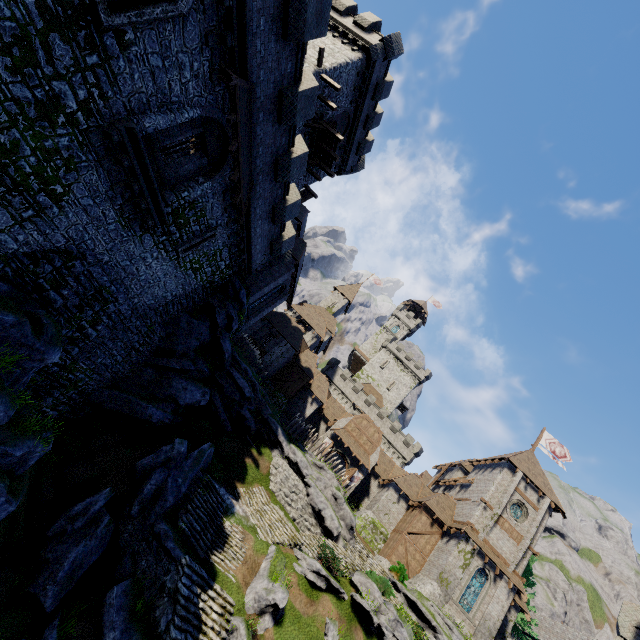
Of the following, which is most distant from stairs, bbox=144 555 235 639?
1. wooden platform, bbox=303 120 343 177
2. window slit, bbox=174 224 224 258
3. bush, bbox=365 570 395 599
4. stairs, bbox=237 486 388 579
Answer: wooden platform, bbox=303 120 343 177

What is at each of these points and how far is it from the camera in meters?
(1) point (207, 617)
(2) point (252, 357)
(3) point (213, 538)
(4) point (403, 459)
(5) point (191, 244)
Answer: (1) stairs, 14.1 m
(2) wooden spike, 29.9 m
(3) stairs, 17.5 m
(4) building tower, 52.3 m
(5) window slit, 16.0 m

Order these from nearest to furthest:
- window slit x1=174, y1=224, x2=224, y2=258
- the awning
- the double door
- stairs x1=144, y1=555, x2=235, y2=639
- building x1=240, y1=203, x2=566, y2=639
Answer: the awning
stairs x1=144, y1=555, x2=235, y2=639
window slit x1=174, y1=224, x2=224, y2=258
building x1=240, y1=203, x2=566, y2=639
the double door

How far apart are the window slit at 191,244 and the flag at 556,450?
42.0 meters

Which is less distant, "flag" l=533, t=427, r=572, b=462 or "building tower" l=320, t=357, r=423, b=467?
"flag" l=533, t=427, r=572, b=462

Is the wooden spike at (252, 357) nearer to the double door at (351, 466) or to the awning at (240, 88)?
the double door at (351, 466)

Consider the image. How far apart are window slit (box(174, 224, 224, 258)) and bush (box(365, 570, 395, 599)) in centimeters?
2310cm

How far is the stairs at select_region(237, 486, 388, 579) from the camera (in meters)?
21.00
